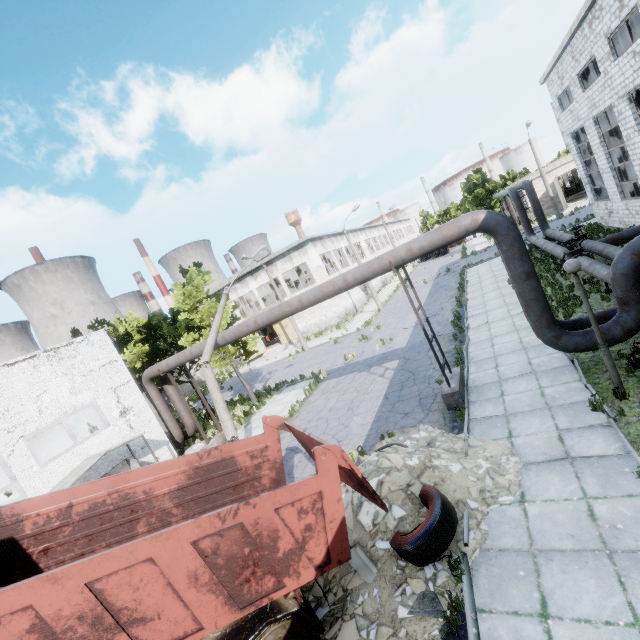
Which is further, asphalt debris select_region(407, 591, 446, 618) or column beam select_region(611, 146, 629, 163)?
column beam select_region(611, 146, 629, 163)

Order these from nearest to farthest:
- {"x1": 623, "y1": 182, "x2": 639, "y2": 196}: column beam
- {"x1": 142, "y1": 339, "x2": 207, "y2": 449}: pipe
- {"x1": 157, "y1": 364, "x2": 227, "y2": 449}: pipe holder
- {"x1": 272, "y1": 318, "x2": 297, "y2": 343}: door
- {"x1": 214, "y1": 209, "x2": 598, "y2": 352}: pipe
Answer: {"x1": 214, "y1": 209, "x2": 598, "y2": 352}: pipe < {"x1": 142, "y1": 339, "x2": 207, "y2": 449}: pipe < {"x1": 157, "y1": 364, "x2": 227, "y2": 449}: pipe holder < {"x1": 623, "y1": 182, "x2": 639, "y2": 196}: column beam < {"x1": 272, "y1": 318, "x2": 297, "y2": 343}: door

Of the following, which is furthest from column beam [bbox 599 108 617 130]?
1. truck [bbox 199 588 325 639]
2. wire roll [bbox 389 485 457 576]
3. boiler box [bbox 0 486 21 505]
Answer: boiler box [bbox 0 486 21 505]

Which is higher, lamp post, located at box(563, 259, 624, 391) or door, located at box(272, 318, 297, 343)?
lamp post, located at box(563, 259, 624, 391)

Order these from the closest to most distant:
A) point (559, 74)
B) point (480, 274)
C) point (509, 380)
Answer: point (509, 380) < point (559, 74) < point (480, 274)

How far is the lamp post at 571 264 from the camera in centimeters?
709cm

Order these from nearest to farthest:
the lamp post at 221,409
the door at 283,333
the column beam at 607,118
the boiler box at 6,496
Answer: the lamp post at 221,409, the boiler box at 6,496, the column beam at 607,118, the door at 283,333

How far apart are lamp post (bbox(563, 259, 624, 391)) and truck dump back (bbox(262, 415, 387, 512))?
6.1 meters
